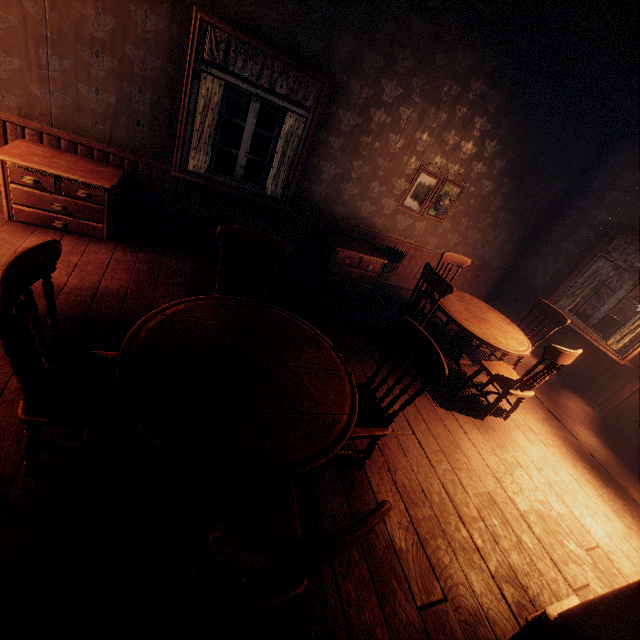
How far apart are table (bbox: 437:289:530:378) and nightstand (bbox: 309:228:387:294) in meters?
1.2

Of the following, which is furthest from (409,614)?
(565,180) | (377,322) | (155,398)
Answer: (565,180)

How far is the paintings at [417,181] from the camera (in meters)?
5.04

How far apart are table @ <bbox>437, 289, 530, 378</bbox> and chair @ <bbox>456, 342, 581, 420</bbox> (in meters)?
0.29

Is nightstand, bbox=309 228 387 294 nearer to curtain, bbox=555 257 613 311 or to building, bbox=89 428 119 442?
building, bbox=89 428 119 442

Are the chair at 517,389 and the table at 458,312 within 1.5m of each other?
yes

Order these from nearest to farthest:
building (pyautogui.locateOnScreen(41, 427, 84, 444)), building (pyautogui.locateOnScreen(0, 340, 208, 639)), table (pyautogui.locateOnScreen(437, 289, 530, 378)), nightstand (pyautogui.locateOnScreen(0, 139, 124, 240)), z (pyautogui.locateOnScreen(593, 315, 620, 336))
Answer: building (pyautogui.locateOnScreen(0, 340, 208, 639)) → building (pyautogui.locateOnScreen(41, 427, 84, 444)) → nightstand (pyautogui.locateOnScreen(0, 139, 124, 240)) → table (pyautogui.locateOnScreen(437, 289, 530, 378)) → z (pyautogui.locateOnScreen(593, 315, 620, 336))

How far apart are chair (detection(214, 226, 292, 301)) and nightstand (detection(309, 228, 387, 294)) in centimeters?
208cm
